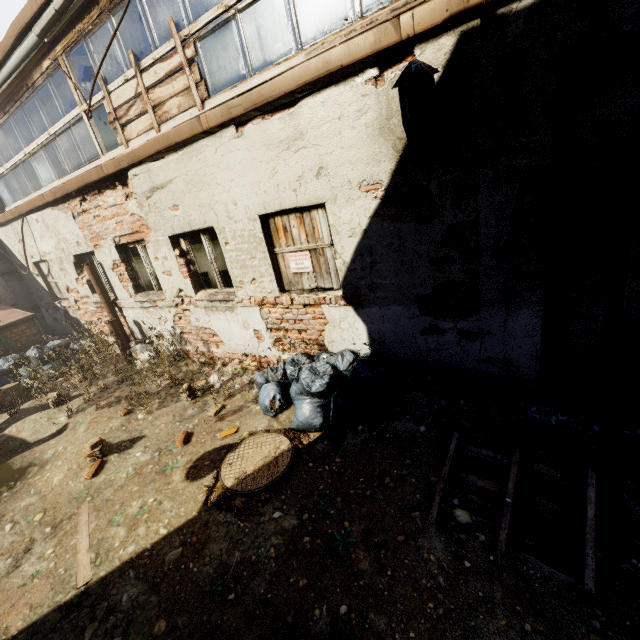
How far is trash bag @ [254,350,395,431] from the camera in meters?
3.9

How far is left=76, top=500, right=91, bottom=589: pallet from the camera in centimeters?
297cm

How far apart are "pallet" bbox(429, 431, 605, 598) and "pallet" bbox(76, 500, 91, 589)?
3.2 meters

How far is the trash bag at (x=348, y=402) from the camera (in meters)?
3.86

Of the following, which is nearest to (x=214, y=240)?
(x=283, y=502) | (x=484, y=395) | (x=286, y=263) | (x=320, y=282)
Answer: (x=286, y=263)

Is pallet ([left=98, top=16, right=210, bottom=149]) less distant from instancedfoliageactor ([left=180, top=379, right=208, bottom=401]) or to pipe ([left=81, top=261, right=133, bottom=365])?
pipe ([left=81, top=261, right=133, bottom=365])

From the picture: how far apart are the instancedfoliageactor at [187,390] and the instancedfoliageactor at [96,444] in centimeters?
90cm

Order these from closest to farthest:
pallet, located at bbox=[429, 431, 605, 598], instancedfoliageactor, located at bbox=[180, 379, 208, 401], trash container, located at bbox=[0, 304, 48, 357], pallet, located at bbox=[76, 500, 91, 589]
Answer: pallet, located at bbox=[429, 431, 605, 598], pallet, located at bbox=[76, 500, 91, 589], instancedfoliageactor, located at bbox=[180, 379, 208, 401], trash container, located at bbox=[0, 304, 48, 357]
